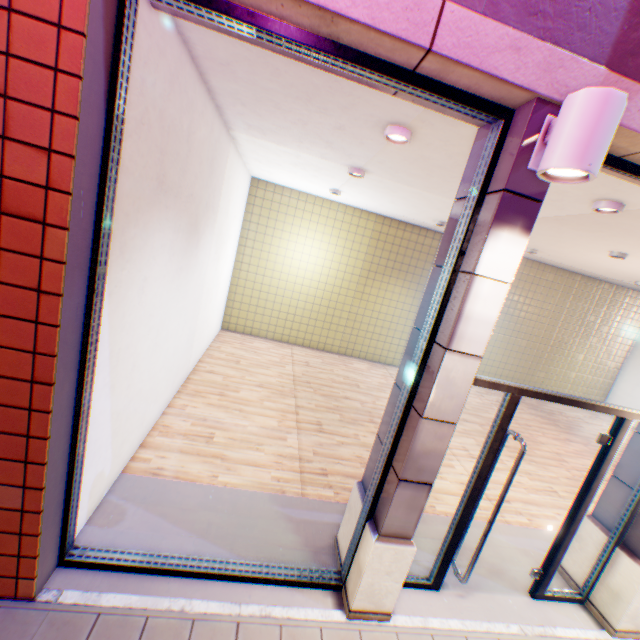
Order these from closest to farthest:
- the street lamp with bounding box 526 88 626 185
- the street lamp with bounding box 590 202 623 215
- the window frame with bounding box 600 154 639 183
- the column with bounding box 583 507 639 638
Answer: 1. the street lamp with bounding box 526 88 626 185
2. the window frame with bounding box 600 154 639 183
3. the column with bounding box 583 507 639 638
4. the street lamp with bounding box 590 202 623 215

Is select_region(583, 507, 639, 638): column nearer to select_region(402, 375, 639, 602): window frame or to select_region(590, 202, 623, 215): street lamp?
select_region(402, 375, 639, 602): window frame

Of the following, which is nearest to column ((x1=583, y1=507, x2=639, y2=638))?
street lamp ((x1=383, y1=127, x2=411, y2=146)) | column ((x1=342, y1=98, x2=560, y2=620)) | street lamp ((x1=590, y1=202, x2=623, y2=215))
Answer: street lamp ((x1=590, y1=202, x2=623, y2=215))

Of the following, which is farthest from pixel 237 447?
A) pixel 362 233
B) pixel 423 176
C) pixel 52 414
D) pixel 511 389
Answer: pixel 362 233

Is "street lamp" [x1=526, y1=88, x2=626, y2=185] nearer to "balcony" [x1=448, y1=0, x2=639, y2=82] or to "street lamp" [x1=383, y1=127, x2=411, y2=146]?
"balcony" [x1=448, y1=0, x2=639, y2=82]

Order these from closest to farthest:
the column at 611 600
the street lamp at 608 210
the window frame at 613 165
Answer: the window frame at 613 165 → the column at 611 600 → the street lamp at 608 210

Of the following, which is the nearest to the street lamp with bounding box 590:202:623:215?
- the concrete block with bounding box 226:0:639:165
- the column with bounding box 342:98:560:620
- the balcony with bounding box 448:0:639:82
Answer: the concrete block with bounding box 226:0:639:165

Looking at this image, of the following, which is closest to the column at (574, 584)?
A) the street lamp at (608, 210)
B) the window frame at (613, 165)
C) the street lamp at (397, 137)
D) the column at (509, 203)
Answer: the window frame at (613, 165)
